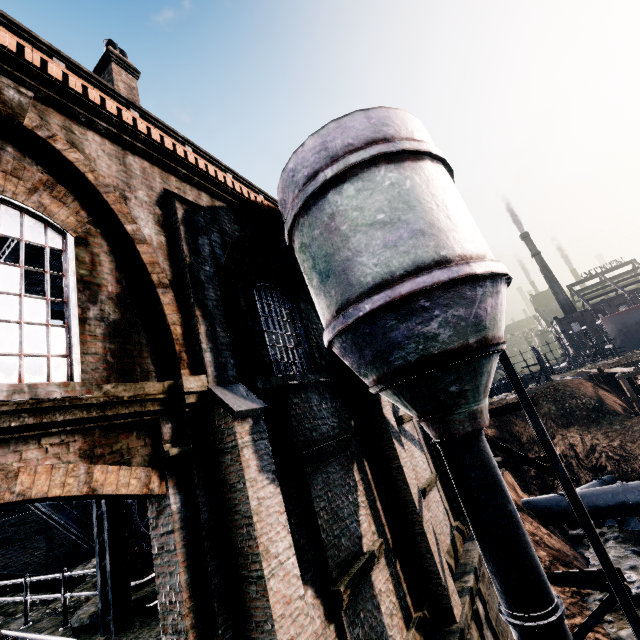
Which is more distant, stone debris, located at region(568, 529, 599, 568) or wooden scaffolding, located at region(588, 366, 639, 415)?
wooden scaffolding, located at region(588, 366, 639, 415)

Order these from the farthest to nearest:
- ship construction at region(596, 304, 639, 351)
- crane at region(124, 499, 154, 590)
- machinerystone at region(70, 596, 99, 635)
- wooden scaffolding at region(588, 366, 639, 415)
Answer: ship construction at region(596, 304, 639, 351), wooden scaffolding at region(588, 366, 639, 415), crane at region(124, 499, 154, 590), machinerystone at region(70, 596, 99, 635)

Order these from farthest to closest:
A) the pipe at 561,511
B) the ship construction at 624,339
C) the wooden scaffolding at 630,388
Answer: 1. the ship construction at 624,339
2. the wooden scaffolding at 630,388
3. the pipe at 561,511

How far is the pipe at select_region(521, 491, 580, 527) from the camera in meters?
19.3

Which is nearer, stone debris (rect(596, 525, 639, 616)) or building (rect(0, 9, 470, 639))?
building (rect(0, 9, 470, 639))

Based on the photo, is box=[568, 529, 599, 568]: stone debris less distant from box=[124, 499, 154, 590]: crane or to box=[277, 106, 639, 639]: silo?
box=[277, 106, 639, 639]: silo

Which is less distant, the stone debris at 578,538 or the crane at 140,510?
the crane at 140,510

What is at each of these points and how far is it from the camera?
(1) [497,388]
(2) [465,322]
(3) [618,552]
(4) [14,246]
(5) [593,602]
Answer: (1) ship, 56.1m
(2) silo, 6.7m
(3) stone debris, 16.4m
(4) truss, 13.0m
(5) stone debris, 13.8m
